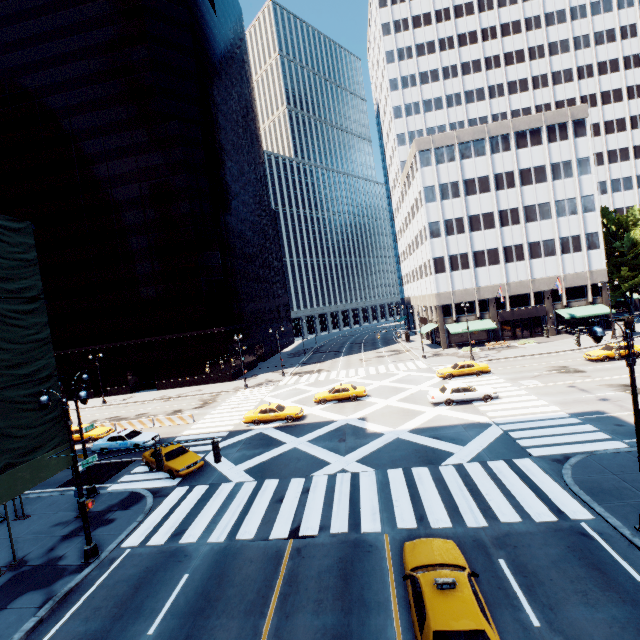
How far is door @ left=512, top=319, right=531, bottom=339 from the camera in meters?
49.5 m

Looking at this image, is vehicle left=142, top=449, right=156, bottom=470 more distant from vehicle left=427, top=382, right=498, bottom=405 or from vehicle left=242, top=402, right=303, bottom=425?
vehicle left=427, top=382, right=498, bottom=405

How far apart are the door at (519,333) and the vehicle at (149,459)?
47.78m

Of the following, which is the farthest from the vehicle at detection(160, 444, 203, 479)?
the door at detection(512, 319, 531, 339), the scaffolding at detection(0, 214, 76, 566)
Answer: the door at detection(512, 319, 531, 339)

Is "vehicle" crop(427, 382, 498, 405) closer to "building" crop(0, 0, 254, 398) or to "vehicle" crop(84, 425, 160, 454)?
"vehicle" crop(84, 425, 160, 454)

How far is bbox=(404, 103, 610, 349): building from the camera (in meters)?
47.19

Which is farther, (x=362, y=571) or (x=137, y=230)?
(x=137, y=230)
